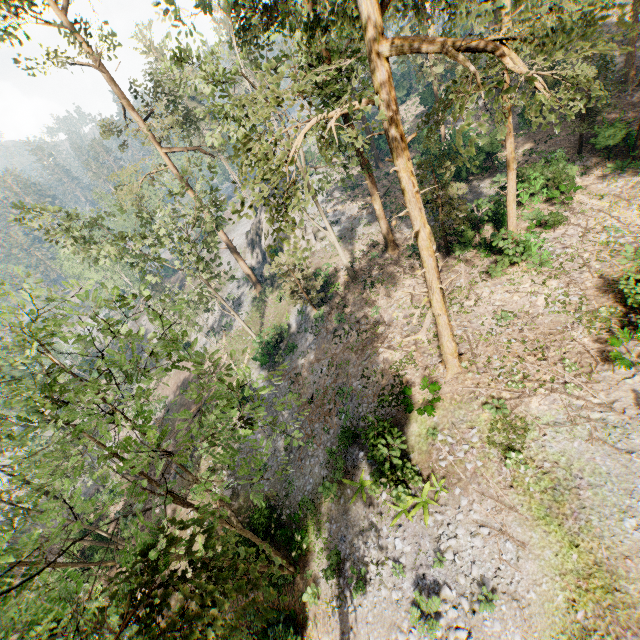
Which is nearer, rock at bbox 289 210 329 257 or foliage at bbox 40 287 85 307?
foliage at bbox 40 287 85 307

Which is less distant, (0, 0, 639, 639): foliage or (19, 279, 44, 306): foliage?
(0, 0, 639, 639): foliage

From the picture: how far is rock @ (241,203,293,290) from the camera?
36.7m

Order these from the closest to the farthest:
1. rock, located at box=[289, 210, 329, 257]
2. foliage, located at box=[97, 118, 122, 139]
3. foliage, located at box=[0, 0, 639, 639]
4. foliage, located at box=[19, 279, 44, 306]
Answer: foliage, located at box=[0, 0, 639, 639]
foliage, located at box=[19, 279, 44, 306]
foliage, located at box=[97, 118, 122, 139]
rock, located at box=[289, 210, 329, 257]

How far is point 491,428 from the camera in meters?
14.9

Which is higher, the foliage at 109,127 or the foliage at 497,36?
the foliage at 109,127

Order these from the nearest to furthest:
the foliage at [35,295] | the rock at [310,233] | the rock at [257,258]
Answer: the foliage at [35,295] → the rock at [310,233] → the rock at [257,258]
